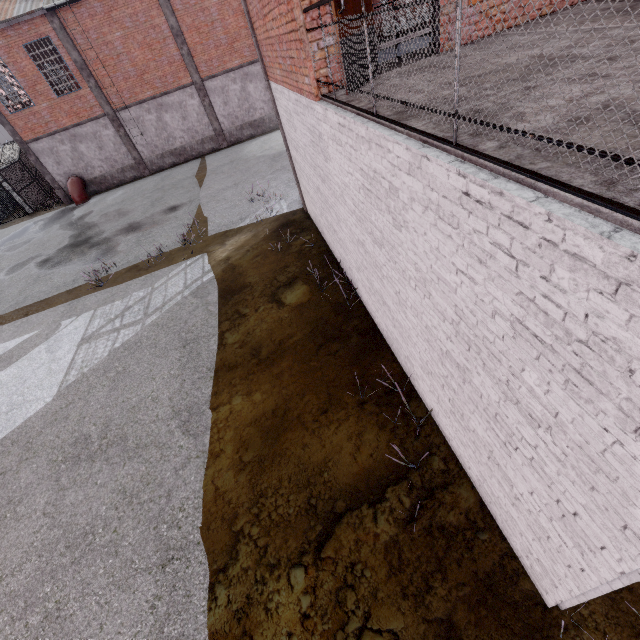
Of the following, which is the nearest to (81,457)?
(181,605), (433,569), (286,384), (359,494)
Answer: (181,605)

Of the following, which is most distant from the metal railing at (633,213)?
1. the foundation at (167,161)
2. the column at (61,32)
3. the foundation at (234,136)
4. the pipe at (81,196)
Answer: the pipe at (81,196)

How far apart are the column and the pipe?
3.7 meters

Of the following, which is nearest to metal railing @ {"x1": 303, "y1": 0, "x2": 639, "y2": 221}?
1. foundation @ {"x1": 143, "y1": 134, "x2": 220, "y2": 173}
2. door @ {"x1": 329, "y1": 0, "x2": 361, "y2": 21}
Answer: door @ {"x1": 329, "y1": 0, "x2": 361, "y2": 21}

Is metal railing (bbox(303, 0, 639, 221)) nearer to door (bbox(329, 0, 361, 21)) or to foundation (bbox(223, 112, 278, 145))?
door (bbox(329, 0, 361, 21))

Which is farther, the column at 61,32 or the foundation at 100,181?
the foundation at 100,181

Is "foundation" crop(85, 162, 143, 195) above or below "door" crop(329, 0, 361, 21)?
below

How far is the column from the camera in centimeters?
1781cm
